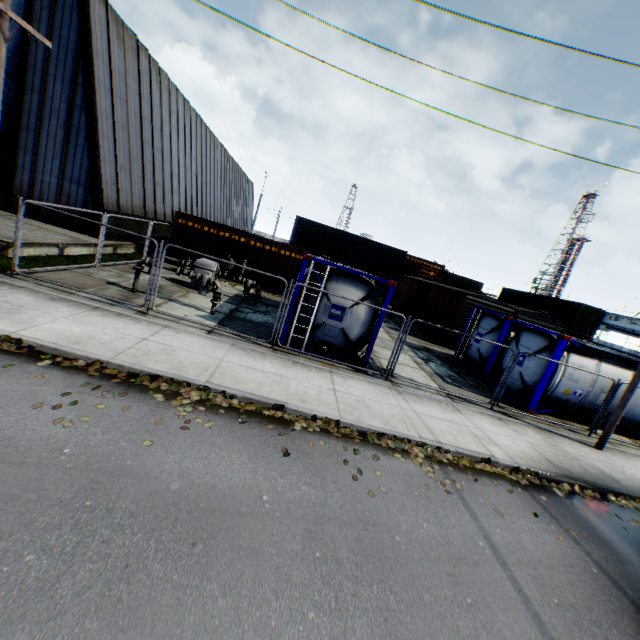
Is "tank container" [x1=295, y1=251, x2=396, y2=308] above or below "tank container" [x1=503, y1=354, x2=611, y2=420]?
above

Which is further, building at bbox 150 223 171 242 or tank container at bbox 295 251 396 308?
building at bbox 150 223 171 242

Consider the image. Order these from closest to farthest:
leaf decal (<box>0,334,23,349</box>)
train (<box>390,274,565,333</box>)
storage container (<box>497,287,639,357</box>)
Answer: leaf decal (<box>0,334,23,349</box>)
train (<box>390,274,565,333</box>)
storage container (<box>497,287,639,357</box>)

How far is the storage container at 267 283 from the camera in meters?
18.8

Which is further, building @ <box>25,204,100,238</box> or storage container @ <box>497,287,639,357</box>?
storage container @ <box>497,287,639,357</box>

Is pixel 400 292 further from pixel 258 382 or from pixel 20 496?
pixel 20 496

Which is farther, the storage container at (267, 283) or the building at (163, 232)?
the building at (163, 232)

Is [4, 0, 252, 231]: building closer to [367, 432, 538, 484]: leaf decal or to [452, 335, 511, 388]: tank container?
[452, 335, 511, 388]: tank container
